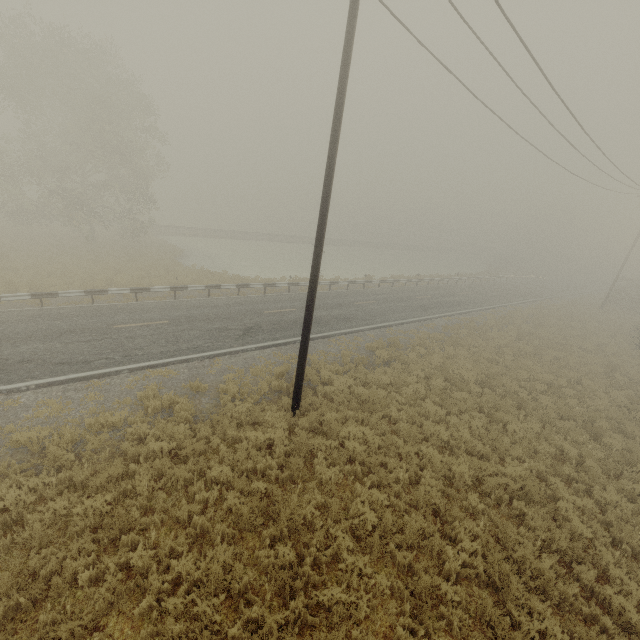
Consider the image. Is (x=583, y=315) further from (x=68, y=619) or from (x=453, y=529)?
(x=68, y=619)
